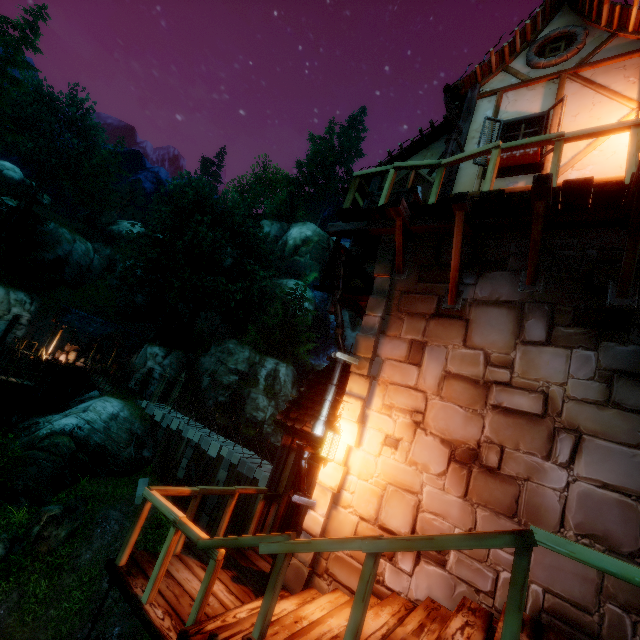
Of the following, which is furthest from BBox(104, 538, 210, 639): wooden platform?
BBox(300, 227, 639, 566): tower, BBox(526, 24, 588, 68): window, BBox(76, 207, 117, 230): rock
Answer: BBox(76, 207, 117, 230): rock

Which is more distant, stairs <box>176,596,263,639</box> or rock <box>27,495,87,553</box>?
rock <box>27,495,87,553</box>

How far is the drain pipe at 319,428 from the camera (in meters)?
4.86

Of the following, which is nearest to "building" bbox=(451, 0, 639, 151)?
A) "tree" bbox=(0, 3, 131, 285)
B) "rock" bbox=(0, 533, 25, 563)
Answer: "tree" bbox=(0, 3, 131, 285)

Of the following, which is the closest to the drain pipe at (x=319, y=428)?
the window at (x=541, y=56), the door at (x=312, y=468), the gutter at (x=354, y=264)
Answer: the gutter at (x=354, y=264)

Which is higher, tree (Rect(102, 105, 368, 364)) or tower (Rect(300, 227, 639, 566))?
tree (Rect(102, 105, 368, 364))

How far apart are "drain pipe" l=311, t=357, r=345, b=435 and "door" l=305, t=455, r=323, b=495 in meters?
1.5

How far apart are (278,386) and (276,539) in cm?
2747
